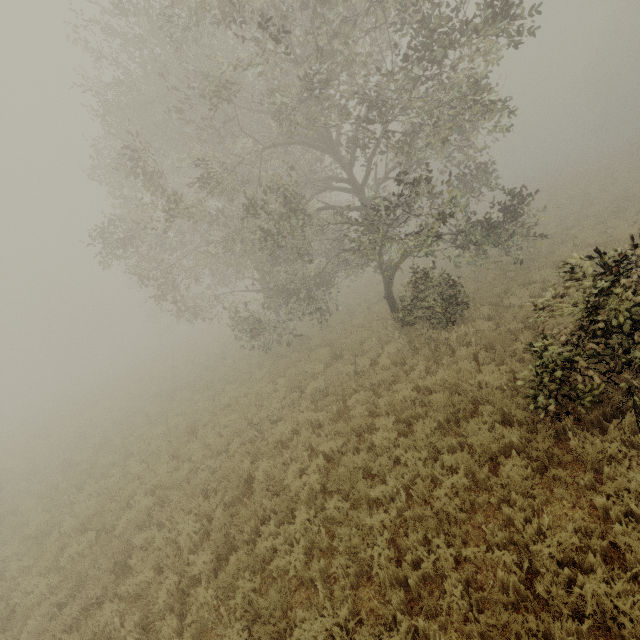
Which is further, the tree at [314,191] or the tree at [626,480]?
the tree at [314,191]

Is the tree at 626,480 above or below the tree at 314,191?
below

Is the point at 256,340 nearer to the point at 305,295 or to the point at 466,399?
the point at 305,295

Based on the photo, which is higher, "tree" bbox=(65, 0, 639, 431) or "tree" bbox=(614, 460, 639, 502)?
"tree" bbox=(65, 0, 639, 431)

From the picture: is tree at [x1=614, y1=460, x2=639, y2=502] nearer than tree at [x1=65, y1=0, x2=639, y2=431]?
Yes
